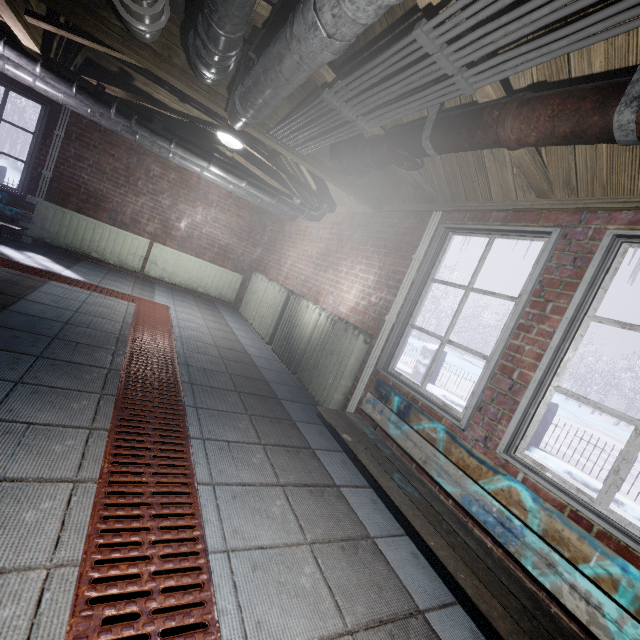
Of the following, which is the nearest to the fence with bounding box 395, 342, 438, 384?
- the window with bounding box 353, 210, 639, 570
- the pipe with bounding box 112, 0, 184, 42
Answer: the window with bounding box 353, 210, 639, 570

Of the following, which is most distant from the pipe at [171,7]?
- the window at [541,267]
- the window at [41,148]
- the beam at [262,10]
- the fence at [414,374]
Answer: the fence at [414,374]

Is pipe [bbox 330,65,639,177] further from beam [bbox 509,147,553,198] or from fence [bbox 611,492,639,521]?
fence [bbox 611,492,639,521]

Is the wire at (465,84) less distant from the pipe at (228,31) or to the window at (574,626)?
the pipe at (228,31)

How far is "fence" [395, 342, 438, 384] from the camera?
7.3 meters

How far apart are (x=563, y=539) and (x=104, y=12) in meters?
3.8

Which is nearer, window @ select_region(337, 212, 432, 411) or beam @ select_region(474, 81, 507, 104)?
beam @ select_region(474, 81, 507, 104)

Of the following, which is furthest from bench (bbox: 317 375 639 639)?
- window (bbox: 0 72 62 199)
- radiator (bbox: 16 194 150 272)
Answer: window (bbox: 0 72 62 199)
